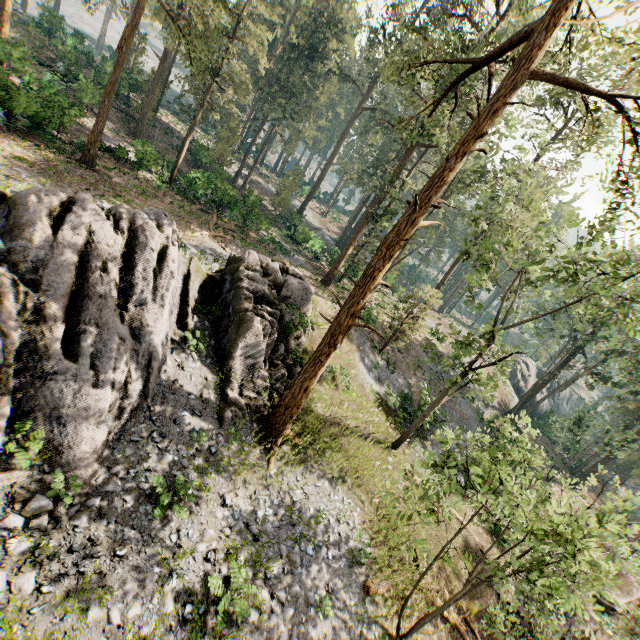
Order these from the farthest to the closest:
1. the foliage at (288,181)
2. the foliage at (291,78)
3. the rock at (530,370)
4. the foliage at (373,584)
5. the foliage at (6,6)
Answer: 1. the rock at (530,370)
2. the foliage at (288,181)
3. the foliage at (6,6)
4. the foliage at (373,584)
5. the foliage at (291,78)

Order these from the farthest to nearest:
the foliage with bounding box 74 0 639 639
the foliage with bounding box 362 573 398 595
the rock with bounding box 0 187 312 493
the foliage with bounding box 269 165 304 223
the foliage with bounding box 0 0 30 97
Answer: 1. the foliage with bounding box 269 165 304 223
2. the foliage with bounding box 0 0 30 97
3. the foliage with bounding box 362 573 398 595
4. the foliage with bounding box 74 0 639 639
5. the rock with bounding box 0 187 312 493

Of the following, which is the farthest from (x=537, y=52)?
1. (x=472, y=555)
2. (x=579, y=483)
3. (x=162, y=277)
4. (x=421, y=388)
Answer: (x=579, y=483)

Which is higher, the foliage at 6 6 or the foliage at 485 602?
the foliage at 6 6

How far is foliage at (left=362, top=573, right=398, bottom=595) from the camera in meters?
12.3

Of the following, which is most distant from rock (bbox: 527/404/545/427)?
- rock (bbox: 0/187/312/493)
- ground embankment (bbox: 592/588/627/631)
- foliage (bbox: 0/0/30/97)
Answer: rock (bbox: 0/187/312/493)

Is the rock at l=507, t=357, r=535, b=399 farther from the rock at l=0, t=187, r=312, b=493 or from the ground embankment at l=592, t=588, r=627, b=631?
the rock at l=0, t=187, r=312, b=493
